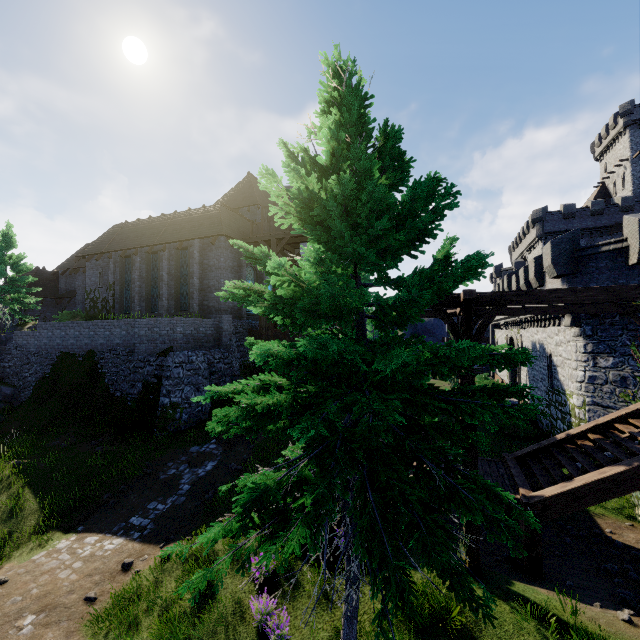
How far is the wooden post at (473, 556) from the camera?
7.4 meters

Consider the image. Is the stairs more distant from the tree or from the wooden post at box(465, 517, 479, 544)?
the tree

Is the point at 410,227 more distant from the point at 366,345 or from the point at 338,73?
the point at 338,73

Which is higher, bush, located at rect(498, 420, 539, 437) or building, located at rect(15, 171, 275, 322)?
building, located at rect(15, 171, 275, 322)

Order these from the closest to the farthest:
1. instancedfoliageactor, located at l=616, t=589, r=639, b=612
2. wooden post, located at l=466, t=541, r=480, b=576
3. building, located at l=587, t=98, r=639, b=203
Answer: instancedfoliageactor, located at l=616, t=589, r=639, b=612 → wooden post, located at l=466, t=541, r=480, b=576 → building, located at l=587, t=98, r=639, b=203

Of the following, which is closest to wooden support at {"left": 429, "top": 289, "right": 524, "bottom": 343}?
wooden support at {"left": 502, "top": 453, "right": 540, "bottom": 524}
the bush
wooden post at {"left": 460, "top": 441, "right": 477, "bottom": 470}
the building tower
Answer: wooden post at {"left": 460, "top": 441, "right": 477, "bottom": 470}

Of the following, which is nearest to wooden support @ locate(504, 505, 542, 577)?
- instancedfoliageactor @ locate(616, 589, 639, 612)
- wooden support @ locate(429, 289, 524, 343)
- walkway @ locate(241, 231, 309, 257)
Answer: instancedfoliageactor @ locate(616, 589, 639, 612)

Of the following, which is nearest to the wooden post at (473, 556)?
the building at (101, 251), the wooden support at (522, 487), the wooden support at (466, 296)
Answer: the wooden support at (466, 296)
